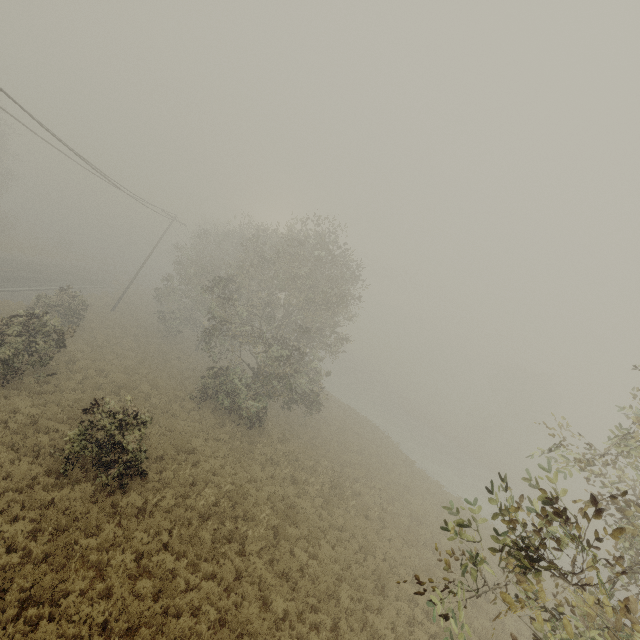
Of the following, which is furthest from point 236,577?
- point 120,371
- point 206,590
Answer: point 120,371
